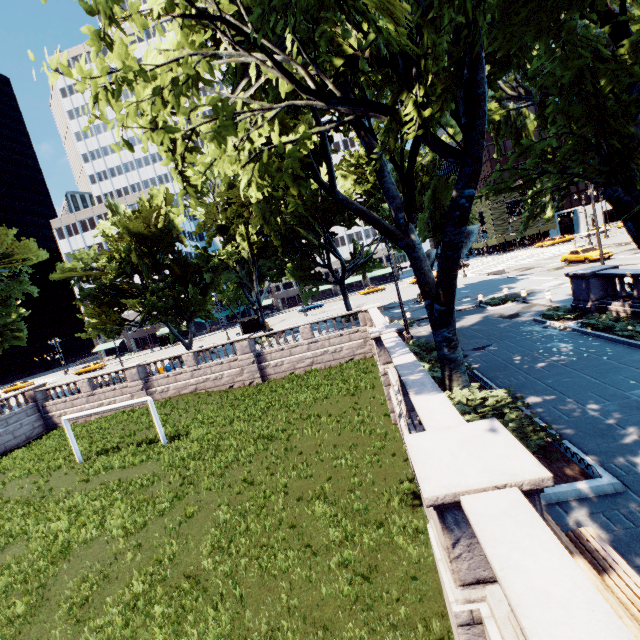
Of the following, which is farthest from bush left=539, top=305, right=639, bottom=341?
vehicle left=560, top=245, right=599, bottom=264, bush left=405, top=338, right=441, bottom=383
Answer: vehicle left=560, top=245, right=599, bottom=264

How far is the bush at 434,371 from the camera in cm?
1226

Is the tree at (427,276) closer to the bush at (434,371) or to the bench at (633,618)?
the bush at (434,371)

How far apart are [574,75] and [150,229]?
31.86m

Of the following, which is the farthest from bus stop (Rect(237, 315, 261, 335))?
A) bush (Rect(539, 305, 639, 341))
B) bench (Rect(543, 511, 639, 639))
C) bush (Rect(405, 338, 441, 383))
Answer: bench (Rect(543, 511, 639, 639))

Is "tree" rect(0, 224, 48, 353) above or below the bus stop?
above

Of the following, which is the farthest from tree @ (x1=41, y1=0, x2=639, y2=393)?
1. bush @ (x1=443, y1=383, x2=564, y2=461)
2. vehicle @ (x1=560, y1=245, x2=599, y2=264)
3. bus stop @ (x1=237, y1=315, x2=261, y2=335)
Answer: vehicle @ (x1=560, y1=245, x2=599, y2=264)

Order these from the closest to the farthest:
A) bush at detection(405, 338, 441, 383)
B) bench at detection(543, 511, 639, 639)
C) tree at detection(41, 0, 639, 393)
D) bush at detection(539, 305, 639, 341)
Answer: bench at detection(543, 511, 639, 639) < tree at detection(41, 0, 639, 393) < bush at detection(539, 305, 639, 341) < bush at detection(405, 338, 441, 383)
